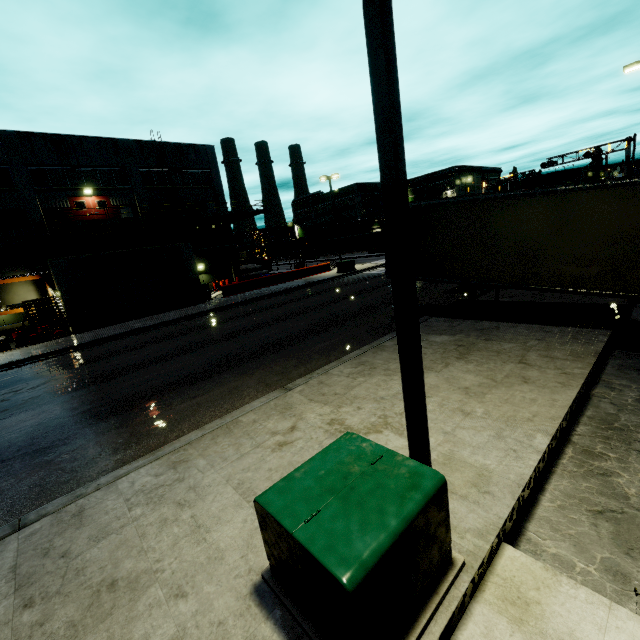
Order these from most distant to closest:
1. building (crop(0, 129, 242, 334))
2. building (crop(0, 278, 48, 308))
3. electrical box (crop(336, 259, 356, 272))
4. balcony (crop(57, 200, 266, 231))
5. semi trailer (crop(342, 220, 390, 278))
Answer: electrical box (crop(336, 259, 356, 272)), balcony (crop(57, 200, 266, 231)), building (crop(0, 278, 48, 308)), building (crop(0, 129, 242, 334)), semi trailer (crop(342, 220, 390, 278))

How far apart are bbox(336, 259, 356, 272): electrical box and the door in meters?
20.8

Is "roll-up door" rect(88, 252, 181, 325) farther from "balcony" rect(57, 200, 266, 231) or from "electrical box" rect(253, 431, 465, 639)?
"electrical box" rect(253, 431, 465, 639)

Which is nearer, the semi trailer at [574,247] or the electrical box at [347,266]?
the semi trailer at [574,247]

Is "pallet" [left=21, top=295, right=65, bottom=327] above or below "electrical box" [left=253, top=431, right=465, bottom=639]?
above

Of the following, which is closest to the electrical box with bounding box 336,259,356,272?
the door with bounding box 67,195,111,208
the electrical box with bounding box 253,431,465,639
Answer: the door with bounding box 67,195,111,208

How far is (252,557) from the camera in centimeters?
369cm

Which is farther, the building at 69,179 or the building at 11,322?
the building at 11,322
